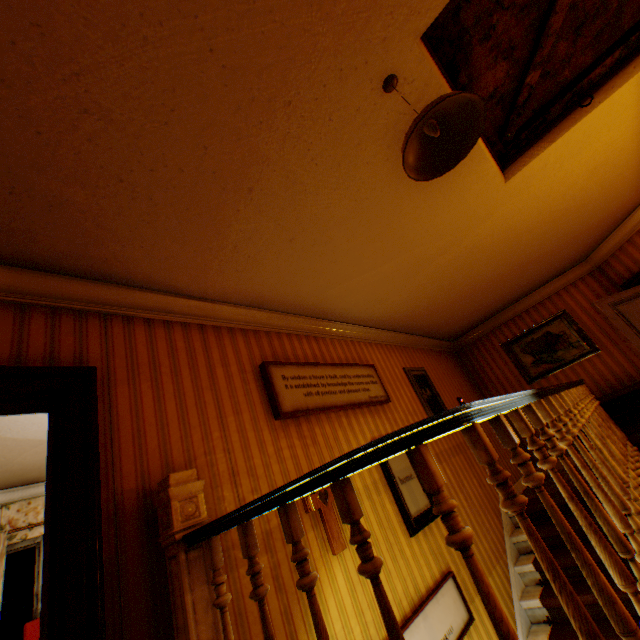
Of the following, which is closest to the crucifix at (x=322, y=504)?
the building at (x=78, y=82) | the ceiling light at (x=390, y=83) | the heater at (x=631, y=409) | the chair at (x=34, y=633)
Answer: the building at (x=78, y=82)

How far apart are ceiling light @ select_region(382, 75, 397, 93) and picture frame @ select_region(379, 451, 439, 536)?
3.4m

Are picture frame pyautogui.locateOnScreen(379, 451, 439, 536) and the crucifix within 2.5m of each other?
yes

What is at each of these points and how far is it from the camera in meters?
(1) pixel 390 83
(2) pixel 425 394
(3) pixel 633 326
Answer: (1) ceiling light, 2.0
(2) picture frame, 5.4
(3) childactor, 5.0

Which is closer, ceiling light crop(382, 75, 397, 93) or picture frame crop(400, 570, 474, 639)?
ceiling light crop(382, 75, 397, 93)

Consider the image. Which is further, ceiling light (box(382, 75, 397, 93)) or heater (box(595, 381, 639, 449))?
heater (box(595, 381, 639, 449))

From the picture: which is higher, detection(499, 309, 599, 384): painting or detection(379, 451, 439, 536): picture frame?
detection(499, 309, 599, 384): painting

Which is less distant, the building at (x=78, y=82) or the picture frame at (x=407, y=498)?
the building at (x=78, y=82)
